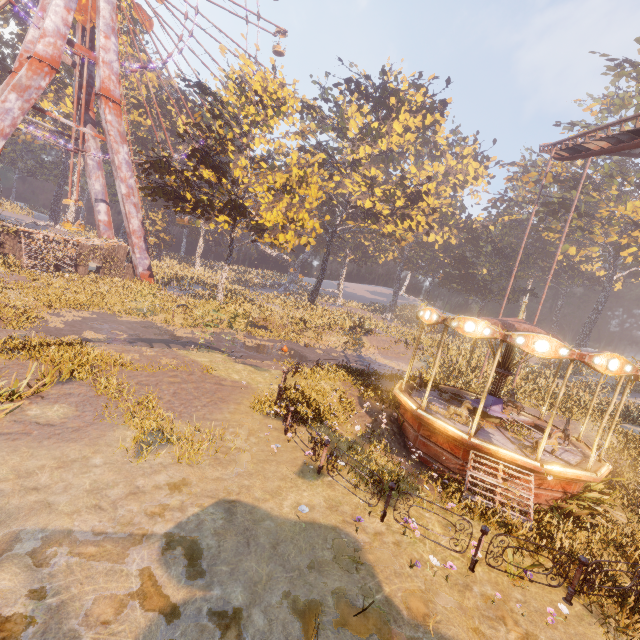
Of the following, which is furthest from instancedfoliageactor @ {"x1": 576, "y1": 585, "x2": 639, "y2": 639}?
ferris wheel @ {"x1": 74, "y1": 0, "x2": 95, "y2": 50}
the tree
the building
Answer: the building

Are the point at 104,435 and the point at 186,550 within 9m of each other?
yes

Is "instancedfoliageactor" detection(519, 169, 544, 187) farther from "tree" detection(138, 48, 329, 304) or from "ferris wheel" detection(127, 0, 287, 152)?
"ferris wheel" detection(127, 0, 287, 152)

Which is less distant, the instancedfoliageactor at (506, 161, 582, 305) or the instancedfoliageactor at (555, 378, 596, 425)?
the instancedfoliageactor at (555, 378, 596, 425)

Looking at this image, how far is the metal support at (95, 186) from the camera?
31.96m

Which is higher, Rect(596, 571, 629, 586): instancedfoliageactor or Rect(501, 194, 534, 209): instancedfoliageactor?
Rect(501, 194, 534, 209): instancedfoliageactor

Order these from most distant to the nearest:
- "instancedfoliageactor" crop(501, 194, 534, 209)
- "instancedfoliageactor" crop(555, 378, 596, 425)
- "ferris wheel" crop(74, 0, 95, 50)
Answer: "instancedfoliageactor" crop(501, 194, 534, 209)
"ferris wheel" crop(74, 0, 95, 50)
"instancedfoliageactor" crop(555, 378, 596, 425)

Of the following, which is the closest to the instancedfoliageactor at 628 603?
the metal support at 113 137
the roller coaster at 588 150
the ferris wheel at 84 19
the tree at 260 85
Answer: the roller coaster at 588 150
